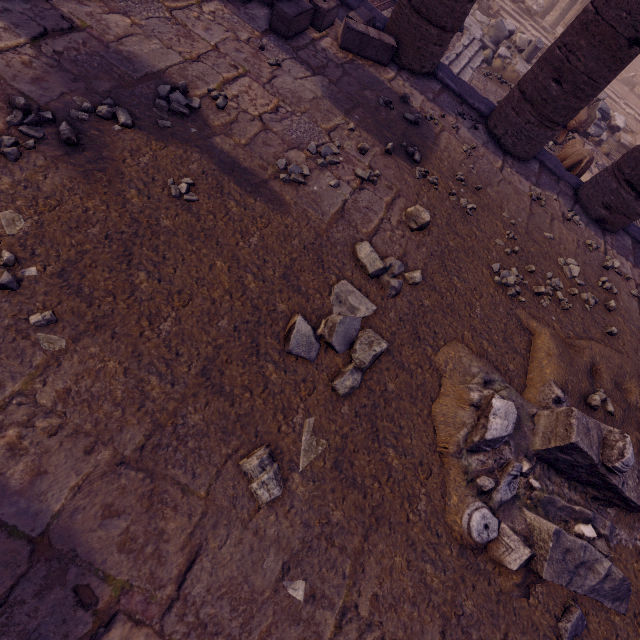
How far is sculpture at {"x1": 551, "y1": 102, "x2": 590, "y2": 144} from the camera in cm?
855

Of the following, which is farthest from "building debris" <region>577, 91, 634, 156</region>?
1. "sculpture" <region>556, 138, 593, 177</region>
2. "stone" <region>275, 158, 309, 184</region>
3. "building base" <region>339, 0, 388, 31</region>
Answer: "stone" <region>275, 158, 309, 184</region>

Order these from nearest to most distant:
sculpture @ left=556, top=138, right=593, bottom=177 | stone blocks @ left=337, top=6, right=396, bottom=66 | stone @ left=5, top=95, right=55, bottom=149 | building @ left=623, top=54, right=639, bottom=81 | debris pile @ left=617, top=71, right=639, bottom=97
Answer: stone @ left=5, top=95, right=55, bottom=149, stone blocks @ left=337, top=6, right=396, bottom=66, sculpture @ left=556, top=138, right=593, bottom=177, debris pile @ left=617, top=71, right=639, bottom=97, building @ left=623, top=54, right=639, bottom=81

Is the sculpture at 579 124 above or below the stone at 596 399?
below

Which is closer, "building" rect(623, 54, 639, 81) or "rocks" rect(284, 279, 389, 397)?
"rocks" rect(284, 279, 389, 397)

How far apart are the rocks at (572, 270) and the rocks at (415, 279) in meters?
2.8

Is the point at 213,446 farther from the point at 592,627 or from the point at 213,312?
the point at 592,627

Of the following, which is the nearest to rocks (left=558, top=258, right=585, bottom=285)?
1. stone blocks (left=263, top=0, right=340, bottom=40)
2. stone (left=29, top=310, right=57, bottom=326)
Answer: stone blocks (left=263, top=0, right=340, bottom=40)
